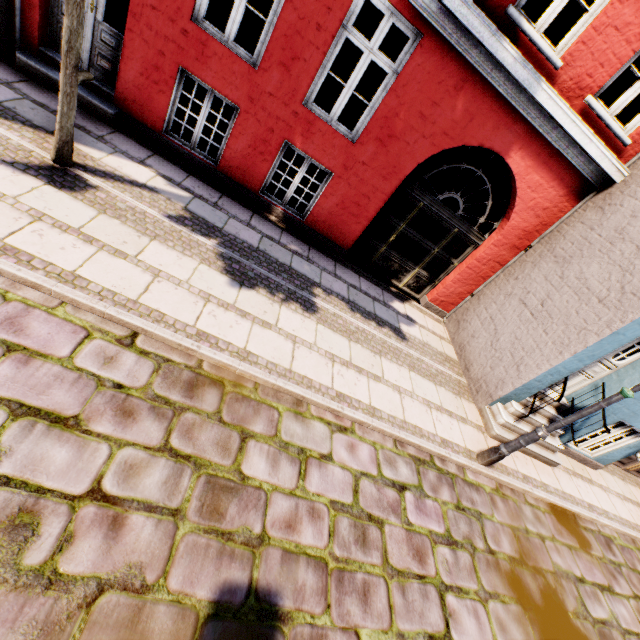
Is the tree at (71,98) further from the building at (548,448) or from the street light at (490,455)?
the street light at (490,455)

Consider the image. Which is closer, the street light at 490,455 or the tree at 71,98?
the tree at 71,98

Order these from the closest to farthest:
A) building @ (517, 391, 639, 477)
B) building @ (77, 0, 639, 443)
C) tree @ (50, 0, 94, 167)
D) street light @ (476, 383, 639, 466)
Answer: tree @ (50, 0, 94, 167)
street light @ (476, 383, 639, 466)
building @ (77, 0, 639, 443)
building @ (517, 391, 639, 477)

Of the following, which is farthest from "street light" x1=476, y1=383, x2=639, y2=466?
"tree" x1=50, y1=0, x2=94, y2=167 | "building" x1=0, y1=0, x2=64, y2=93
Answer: "tree" x1=50, y1=0, x2=94, y2=167

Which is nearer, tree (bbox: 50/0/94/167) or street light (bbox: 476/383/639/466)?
tree (bbox: 50/0/94/167)

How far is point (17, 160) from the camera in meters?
4.0

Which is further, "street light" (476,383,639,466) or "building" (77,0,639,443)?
"building" (77,0,639,443)

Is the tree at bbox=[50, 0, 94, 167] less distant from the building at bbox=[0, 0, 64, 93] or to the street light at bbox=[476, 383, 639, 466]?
the building at bbox=[0, 0, 64, 93]
